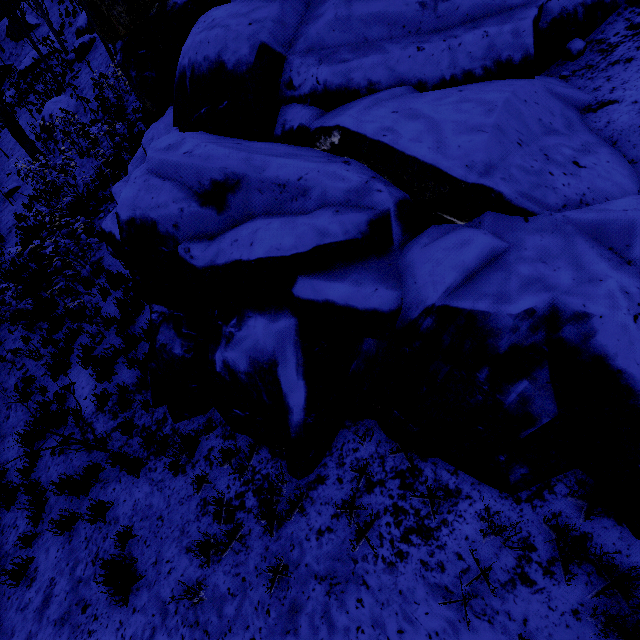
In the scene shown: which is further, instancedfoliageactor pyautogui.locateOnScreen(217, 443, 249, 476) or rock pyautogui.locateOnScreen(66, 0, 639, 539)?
instancedfoliageactor pyautogui.locateOnScreen(217, 443, 249, 476)

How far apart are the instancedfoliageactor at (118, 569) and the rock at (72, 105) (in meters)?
21.46

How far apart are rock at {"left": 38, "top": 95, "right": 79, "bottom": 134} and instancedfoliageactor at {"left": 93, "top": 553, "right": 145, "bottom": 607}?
21.46m

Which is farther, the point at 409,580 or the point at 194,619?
the point at 194,619

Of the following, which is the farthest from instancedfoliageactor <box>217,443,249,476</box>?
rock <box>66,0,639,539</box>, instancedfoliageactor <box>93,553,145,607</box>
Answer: instancedfoliageactor <box>93,553,145,607</box>

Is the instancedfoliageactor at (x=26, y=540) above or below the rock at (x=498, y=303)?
below

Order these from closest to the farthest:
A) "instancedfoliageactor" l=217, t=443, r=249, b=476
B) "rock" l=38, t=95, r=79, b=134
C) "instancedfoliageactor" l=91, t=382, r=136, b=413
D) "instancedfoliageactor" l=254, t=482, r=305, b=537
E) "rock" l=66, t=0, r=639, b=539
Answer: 1. "rock" l=66, t=0, r=639, b=539
2. "instancedfoliageactor" l=254, t=482, r=305, b=537
3. "instancedfoliageactor" l=217, t=443, r=249, b=476
4. "instancedfoliageactor" l=91, t=382, r=136, b=413
5. "rock" l=38, t=95, r=79, b=134

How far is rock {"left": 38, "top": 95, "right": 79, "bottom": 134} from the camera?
17.2m
